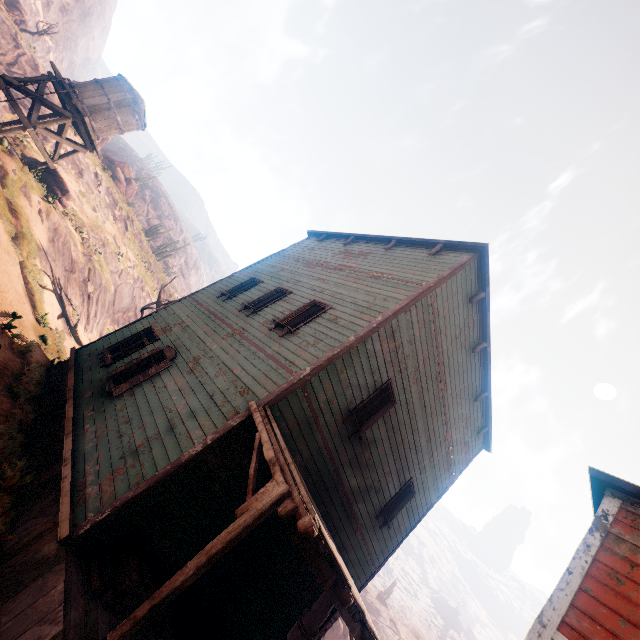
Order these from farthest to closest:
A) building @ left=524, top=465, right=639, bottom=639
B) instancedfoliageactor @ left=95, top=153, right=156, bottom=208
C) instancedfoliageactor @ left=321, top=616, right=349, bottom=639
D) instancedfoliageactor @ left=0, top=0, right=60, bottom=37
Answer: instancedfoliageactor @ left=0, top=0, right=60, bottom=37
instancedfoliageactor @ left=95, top=153, right=156, bottom=208
instancedfoliageactor @ left=321, top=616, right=349, bottom=639
building @ left=524, top=465, right=639, bottom=639

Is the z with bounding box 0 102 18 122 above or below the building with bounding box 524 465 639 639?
below

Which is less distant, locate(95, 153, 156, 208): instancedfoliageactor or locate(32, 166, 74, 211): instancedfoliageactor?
locate(32, 166, 74, 211): instancedfoliageactor

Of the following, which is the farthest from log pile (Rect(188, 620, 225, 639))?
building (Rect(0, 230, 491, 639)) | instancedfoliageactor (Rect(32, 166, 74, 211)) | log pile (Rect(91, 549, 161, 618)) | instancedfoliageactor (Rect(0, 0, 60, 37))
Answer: instancedfoliageactor (Rect(0, 0, 60, 37))

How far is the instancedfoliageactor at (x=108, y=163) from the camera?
33.2 meters

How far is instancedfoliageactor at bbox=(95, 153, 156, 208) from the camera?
33.2 meters

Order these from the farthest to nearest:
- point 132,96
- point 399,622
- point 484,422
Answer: point 399,622 < point 132,96 < point 484,422

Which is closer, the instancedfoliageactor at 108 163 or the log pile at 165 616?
the log pile at 165 616
